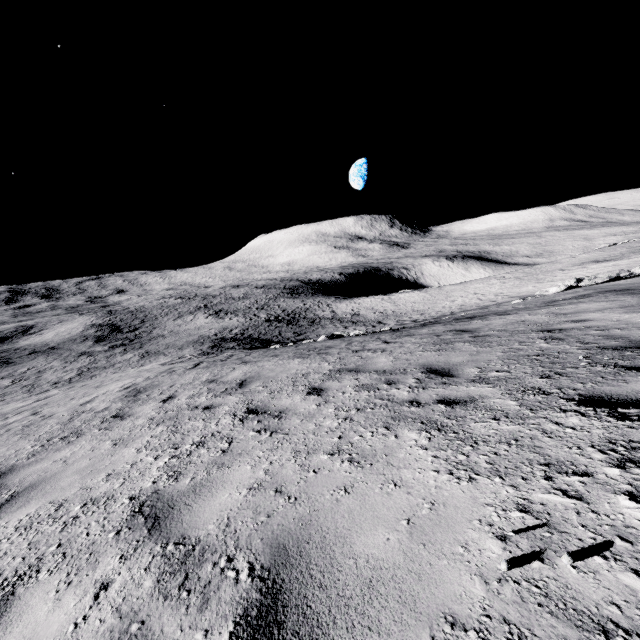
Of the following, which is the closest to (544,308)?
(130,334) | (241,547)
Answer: (241,547)
